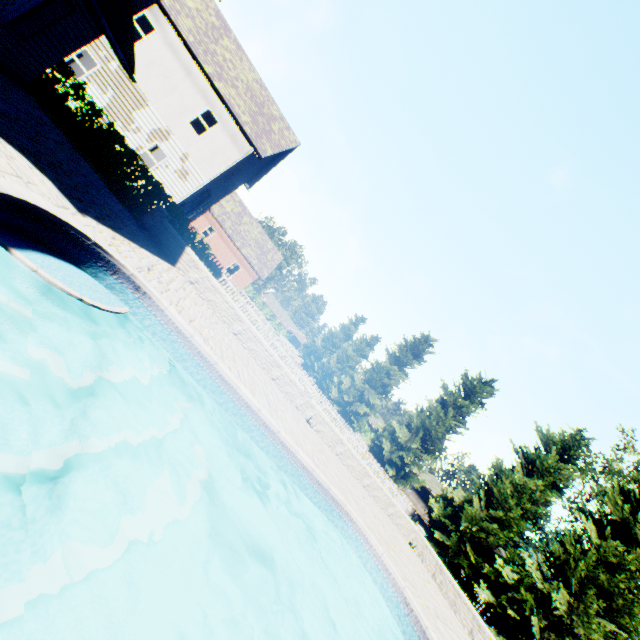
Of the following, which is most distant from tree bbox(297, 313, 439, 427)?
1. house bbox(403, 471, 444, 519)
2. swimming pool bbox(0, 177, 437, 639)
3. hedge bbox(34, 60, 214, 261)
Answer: hedge bbox(34, 60, 214, 261)

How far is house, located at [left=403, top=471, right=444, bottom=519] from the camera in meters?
45.5 m

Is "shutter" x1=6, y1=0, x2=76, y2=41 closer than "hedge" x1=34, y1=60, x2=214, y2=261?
Yes

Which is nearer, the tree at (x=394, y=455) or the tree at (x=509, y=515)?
the tree at (x=509, y=515)

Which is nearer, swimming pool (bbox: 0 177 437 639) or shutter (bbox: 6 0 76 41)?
swimming pool (bbox: 0 177 437 639)

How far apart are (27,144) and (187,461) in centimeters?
757cm

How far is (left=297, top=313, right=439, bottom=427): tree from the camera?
32.09m

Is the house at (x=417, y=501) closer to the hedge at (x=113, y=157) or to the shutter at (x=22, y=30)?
the hedge at (x=113, y=157)
